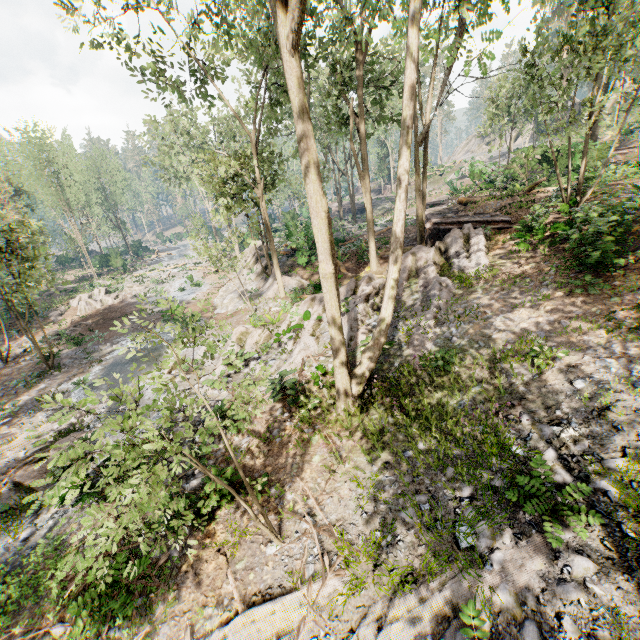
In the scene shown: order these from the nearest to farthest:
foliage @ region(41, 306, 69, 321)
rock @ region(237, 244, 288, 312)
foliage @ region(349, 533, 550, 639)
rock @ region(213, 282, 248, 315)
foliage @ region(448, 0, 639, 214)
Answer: foliage @ region(349, 533, 550, 639) → foliage @ region(448, 0, 639, 214) → rock @ region(237, 244, 288, 312) → rock @ region(213, 282, 248, 315) → foliage @ region(41, 306, 69, 321)

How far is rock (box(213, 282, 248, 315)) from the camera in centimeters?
2397cm

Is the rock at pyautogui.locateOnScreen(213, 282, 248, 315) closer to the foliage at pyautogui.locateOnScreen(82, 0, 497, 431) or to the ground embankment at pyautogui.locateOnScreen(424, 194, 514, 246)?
the foliage at pyautogui.locateOnScreen(82, 0, 497, 431)

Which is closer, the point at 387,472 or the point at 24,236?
the point at 387,472

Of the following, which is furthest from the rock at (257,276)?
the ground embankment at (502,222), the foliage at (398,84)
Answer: the ground embankment at (502,222)

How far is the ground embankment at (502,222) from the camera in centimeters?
1686cm

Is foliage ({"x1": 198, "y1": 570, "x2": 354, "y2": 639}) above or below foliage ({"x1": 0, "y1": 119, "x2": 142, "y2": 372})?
below
